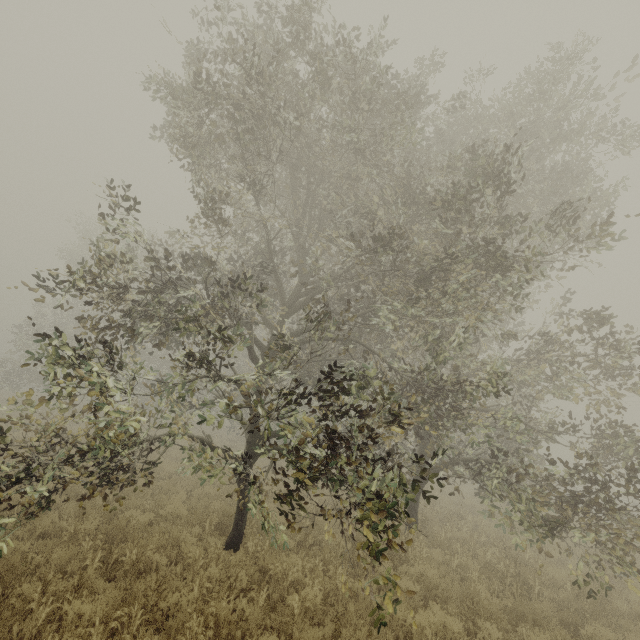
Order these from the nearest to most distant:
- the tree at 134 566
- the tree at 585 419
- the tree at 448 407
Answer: the tree at 134 566, the tree at 448 407, the tree at 585 419

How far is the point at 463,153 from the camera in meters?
8.4

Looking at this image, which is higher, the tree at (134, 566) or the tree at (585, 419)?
the tree at (585, 419)

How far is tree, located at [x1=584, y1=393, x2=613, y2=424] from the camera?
8.50m

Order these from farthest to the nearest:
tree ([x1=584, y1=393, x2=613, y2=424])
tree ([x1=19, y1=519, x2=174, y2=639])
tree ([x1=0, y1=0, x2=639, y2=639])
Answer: tree ([x1=584, y1=393, x2=613, y2=424]) < tree ([x1=0, y1=0, x2=639, y2=639]) < tree ([x1=19, y1=519, x2=174, y2=639])

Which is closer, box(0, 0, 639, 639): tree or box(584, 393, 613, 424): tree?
box(0, 0, 639, 639): tree

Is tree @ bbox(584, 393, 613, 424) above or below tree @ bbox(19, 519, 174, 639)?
above
